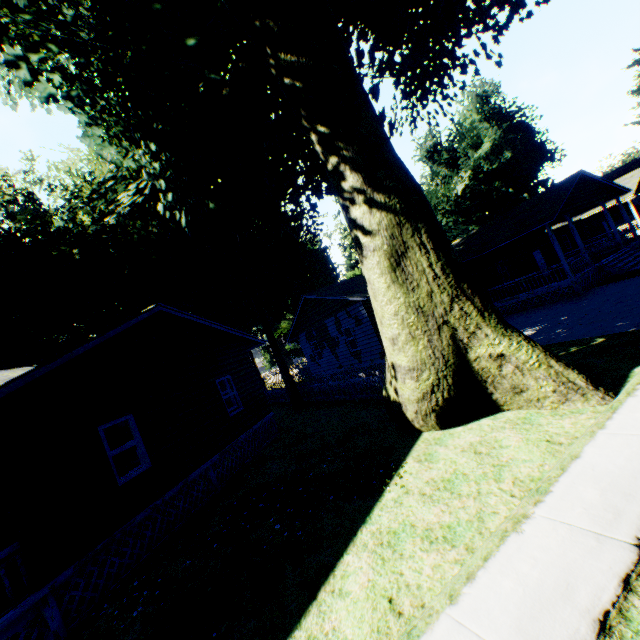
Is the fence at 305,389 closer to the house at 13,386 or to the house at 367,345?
the house at 367,345

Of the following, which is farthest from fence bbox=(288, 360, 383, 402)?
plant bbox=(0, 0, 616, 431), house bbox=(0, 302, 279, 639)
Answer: house bbox=(0, 302, 279, 639)

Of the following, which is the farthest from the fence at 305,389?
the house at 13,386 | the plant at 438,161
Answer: the house at 13,386

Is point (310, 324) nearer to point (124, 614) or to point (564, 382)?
point (564, 382)

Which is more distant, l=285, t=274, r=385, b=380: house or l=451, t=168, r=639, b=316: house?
l=451, t=168, r=639, b=316: house

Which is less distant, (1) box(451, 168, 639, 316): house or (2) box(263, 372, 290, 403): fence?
(1) box(451, 168, 639, 316): house

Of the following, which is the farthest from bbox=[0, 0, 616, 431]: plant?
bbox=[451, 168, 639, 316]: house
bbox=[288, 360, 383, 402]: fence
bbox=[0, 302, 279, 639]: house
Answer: bbox=[451, 168, 639, 316]: house

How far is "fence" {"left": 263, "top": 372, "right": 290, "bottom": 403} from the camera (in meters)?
24.49
